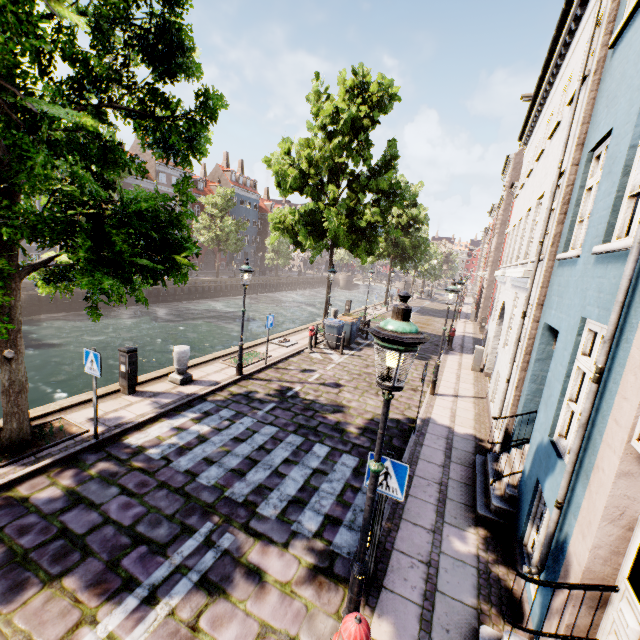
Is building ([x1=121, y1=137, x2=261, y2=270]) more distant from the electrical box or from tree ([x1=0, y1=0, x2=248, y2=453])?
the electrical box

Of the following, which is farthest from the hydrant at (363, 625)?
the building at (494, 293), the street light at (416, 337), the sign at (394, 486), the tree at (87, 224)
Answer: the building at (494, 293)

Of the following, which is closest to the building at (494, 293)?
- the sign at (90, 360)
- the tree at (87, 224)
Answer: the tree at (87, 224)

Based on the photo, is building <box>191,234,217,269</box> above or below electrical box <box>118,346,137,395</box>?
above

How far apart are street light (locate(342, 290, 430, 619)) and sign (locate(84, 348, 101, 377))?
5.6m

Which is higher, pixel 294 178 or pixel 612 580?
pixel 294 178

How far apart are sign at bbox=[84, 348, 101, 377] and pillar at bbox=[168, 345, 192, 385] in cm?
303

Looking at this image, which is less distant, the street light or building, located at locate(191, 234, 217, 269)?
the street light
